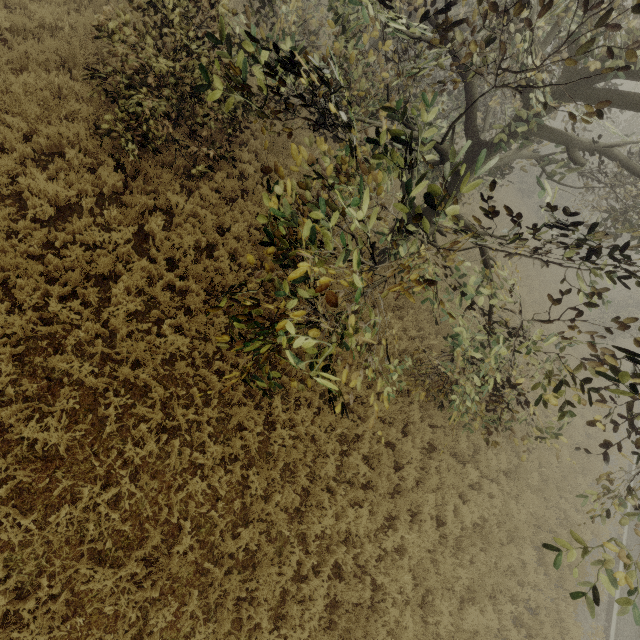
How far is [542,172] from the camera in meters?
8.6 m
